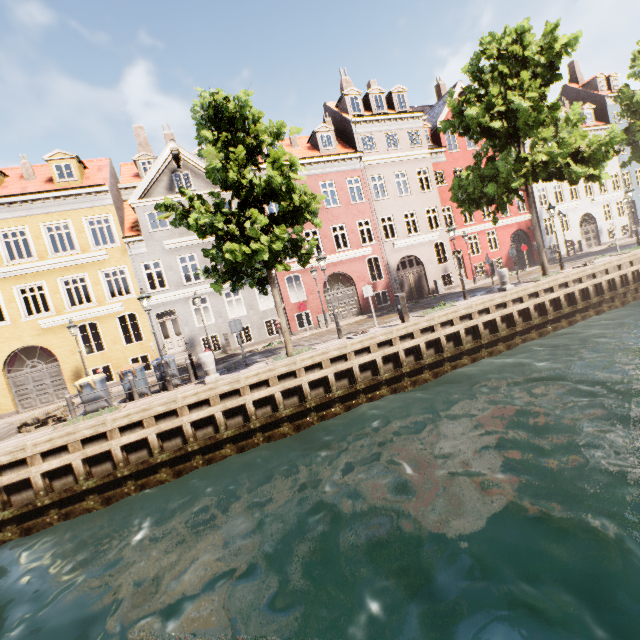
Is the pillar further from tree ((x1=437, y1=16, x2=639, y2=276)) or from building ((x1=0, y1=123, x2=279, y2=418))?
building ((x1=0, y1=123, x2=279, y2=418))

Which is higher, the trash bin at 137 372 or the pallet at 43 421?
the trash bin at 137 372

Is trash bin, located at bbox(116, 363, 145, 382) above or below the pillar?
above

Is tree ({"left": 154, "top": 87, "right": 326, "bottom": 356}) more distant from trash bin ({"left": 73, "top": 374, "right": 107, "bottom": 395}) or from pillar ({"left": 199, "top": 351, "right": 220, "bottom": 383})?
trash bin ({"left": 73, "top": 374, "right": 107, "bottom": 395})

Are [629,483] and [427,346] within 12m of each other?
yes

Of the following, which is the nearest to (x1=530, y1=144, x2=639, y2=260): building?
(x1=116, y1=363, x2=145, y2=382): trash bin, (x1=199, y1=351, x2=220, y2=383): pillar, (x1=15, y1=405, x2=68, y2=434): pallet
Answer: (x1=199, y1=351, x2=220, y2=383): pillar

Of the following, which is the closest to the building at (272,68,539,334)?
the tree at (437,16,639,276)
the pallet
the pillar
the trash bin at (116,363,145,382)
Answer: the tree at (437,16,639,276)

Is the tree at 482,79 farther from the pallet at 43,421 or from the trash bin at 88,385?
the trash bin at 88,385
